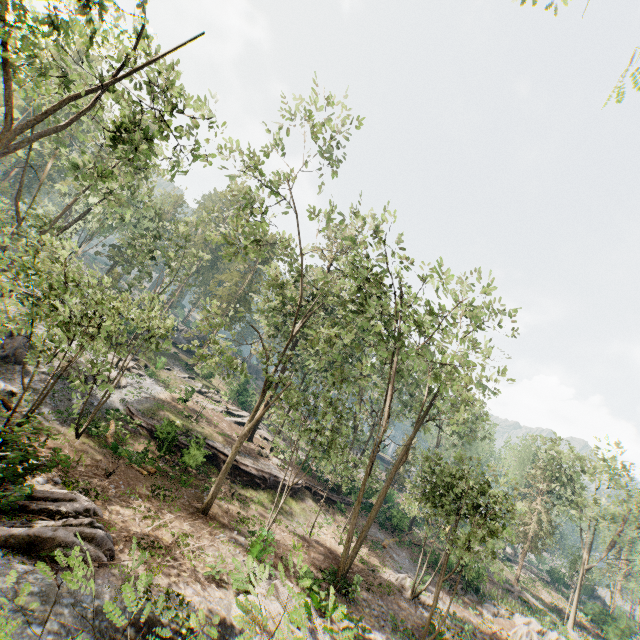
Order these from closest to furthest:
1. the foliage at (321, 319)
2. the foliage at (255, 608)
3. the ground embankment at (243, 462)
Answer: the foliage at (255, 608), the foliage at (321, 319), the ground embankment at (243, 462)

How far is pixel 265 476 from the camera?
26.38m

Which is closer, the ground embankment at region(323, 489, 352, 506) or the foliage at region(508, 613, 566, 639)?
the foliage at region(508, 613, 566, 639)

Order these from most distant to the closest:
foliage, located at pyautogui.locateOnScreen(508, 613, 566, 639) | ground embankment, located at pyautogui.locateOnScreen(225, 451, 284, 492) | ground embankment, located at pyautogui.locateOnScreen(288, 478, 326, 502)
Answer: ground embankment, located at pyautogui.locateOnScreen(288, 478, 326, 502) < ground embankment, located at pyautogui.locateOnScreen(225, 451, 284, 492) < foliage, located at pyautogui.locateOnScreen(508, 613, 566, 639)

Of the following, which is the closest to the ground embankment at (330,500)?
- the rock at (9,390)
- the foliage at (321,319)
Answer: the foliage at (321,319)

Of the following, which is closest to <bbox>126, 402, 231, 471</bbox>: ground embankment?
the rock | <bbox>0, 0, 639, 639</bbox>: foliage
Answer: <bbox>0, 0, 639, 639</bbox>: foliage

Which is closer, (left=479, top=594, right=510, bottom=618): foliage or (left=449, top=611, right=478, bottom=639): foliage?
(left=449, top=611, right=478, bottom=639): foliage
